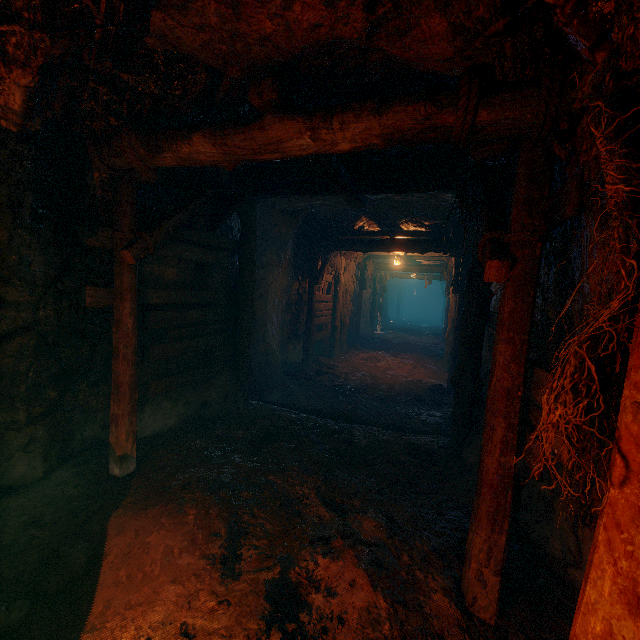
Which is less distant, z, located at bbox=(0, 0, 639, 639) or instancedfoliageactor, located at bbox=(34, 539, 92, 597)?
z, located at bbox=(0, 0, 639, 639)

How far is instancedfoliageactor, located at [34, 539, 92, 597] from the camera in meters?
2.6 m

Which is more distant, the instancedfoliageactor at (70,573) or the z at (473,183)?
the instancedfoliageactor at (70,573)

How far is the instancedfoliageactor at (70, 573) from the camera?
2.55m

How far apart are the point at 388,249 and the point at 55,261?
7.00m
